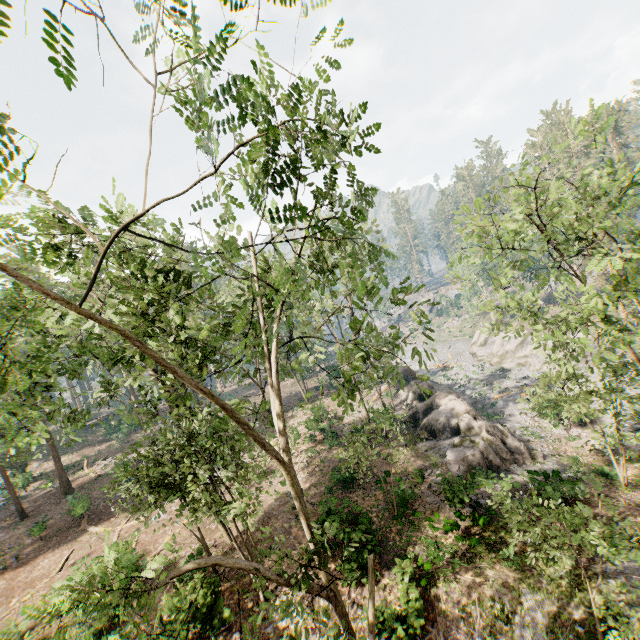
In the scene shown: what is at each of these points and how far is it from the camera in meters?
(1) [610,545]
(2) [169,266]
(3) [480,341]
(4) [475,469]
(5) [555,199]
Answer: (1) foliage, 7.6 m
(2) foliage, 9.1 m
(3) rock, 50.2 m
(4) rock, 19.8 m
(5) foliage, 8.7 m

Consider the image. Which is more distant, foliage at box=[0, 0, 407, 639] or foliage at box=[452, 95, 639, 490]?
foliage at box=[452, 95, 639, 490]

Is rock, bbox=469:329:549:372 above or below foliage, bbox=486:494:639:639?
below

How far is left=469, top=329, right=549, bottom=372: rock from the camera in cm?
3996

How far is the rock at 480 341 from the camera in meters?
40.0

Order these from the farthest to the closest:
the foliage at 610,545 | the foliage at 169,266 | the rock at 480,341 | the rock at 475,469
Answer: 1. the rock at 480,341
2. the rock at 475,469
3. the foliage at 610,545
4. the foliage at 169,266

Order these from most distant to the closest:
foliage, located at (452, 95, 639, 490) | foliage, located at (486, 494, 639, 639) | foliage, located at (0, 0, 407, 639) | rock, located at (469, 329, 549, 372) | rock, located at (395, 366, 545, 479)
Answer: rock, located at (469, 329, 549, 372) < rock, located at (395, 366, 545, 479) < foliage, located at (452, 95, 639, 490) < foliage, located at (486, 494, 639, 639) < foliage, located at (0, 0, 407, 639)
